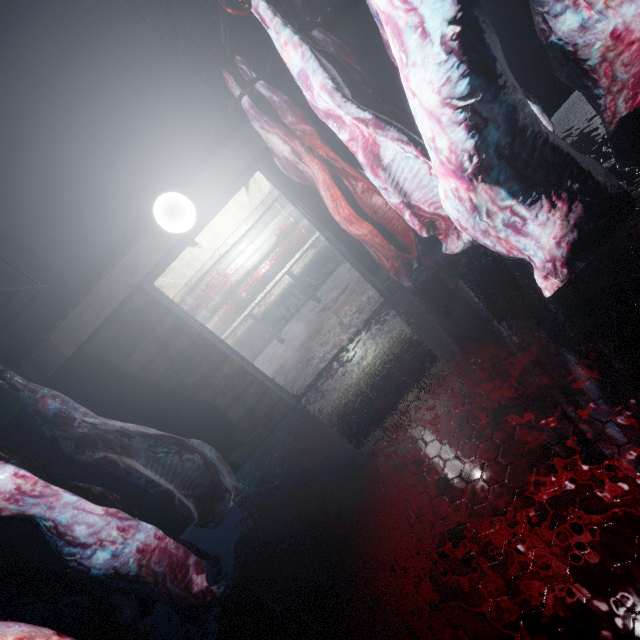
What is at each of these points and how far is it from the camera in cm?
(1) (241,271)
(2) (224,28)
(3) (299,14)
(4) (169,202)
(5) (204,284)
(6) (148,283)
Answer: (1) pipe, 606
(2) rig, 193
(3) meat, 199
(4) light, 250
(5) pipe, 594
(6) door, 301

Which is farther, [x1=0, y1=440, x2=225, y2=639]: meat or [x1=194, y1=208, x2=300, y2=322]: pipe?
[x1=194, y1=208, x2=300, y2=322]: pipe

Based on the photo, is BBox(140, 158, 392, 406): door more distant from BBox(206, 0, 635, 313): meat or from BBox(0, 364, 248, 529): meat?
BBox(206, 0, 635, 313): meat

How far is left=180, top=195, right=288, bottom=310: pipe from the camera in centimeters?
594cm

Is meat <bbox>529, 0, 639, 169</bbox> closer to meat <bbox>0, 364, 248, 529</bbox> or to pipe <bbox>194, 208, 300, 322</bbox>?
meat <bbox>0, 364, 248, 529</bbox>

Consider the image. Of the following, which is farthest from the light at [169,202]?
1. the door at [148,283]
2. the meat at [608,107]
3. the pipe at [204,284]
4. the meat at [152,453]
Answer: the pipe at [204,284]

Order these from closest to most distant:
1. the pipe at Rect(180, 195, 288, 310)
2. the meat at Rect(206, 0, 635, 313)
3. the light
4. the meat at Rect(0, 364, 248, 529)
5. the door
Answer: the meat at Rect(206, 0, 635, 313)
the meat at Rect(0, 364, 248, 529)
the light
the door
the pipe at Rect(180, 195, 288, 310)

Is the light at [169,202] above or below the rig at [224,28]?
below
